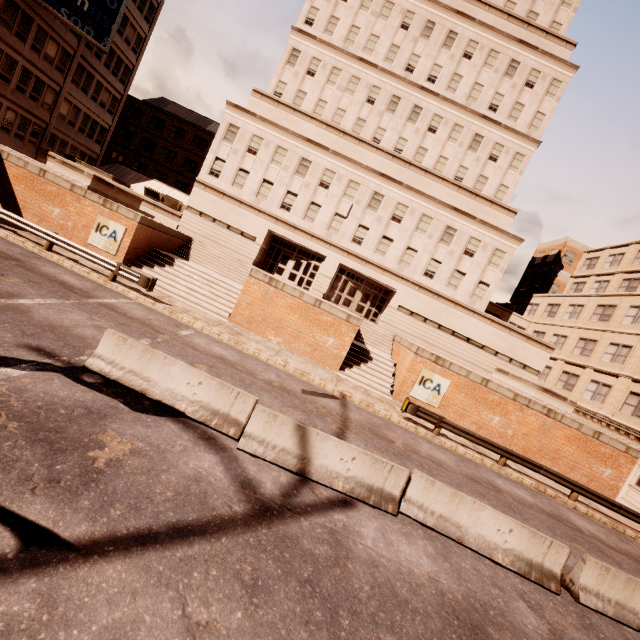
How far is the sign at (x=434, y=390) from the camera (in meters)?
18.22

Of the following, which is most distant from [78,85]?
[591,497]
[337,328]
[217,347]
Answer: [591,497]

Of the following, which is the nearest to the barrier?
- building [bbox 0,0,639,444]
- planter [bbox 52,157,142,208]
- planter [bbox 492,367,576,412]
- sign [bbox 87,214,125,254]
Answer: sign [bbox 87,214,125,254]

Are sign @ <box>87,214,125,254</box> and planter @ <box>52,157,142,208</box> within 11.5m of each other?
yes

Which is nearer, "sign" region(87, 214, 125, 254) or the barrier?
the barrier

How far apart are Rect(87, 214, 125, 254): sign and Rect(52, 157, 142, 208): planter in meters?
2.5 m

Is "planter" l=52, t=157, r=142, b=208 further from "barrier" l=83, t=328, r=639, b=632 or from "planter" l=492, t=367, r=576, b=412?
"planter" l=492, t=367, r=576, b=412

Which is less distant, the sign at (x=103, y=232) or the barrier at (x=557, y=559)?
the barrier at (x=557, y=559)
